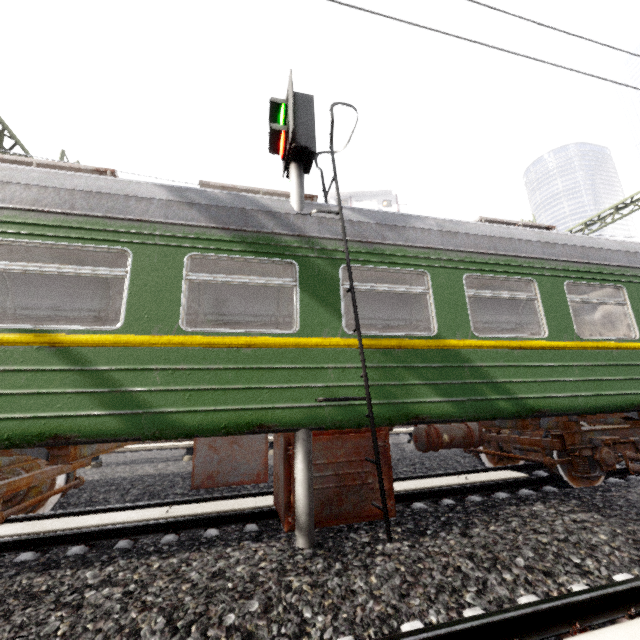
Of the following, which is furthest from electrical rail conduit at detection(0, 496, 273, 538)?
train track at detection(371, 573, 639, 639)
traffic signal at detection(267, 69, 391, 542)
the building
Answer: the building

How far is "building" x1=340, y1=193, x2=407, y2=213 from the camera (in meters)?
40.72

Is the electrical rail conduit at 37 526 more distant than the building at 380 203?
No

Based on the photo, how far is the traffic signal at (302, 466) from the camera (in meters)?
3.27

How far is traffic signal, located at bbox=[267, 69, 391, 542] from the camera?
3.6m

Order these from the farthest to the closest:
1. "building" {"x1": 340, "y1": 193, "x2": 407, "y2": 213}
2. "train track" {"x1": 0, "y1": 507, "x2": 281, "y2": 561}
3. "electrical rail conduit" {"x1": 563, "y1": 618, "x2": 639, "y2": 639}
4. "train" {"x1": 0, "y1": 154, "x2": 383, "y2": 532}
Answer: "building" {"x1": 340, "y1": 193, "x2": 407, "y2": 213} → "train track" {"x1": 0, "y1": 507, "x2": 281, "y2": 561} → "train" {"x1": 0, "y1": 154, "x2": 383, "y2": 532} → "electrical rail conduit" {"x1": 563, "y1": 618, "x2": 639, "y2": 639}

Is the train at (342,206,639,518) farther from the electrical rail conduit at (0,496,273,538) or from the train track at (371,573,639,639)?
the train track at (371,573,639,639)

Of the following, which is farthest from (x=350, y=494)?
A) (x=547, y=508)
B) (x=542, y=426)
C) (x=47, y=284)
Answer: (x=47, y=284)
